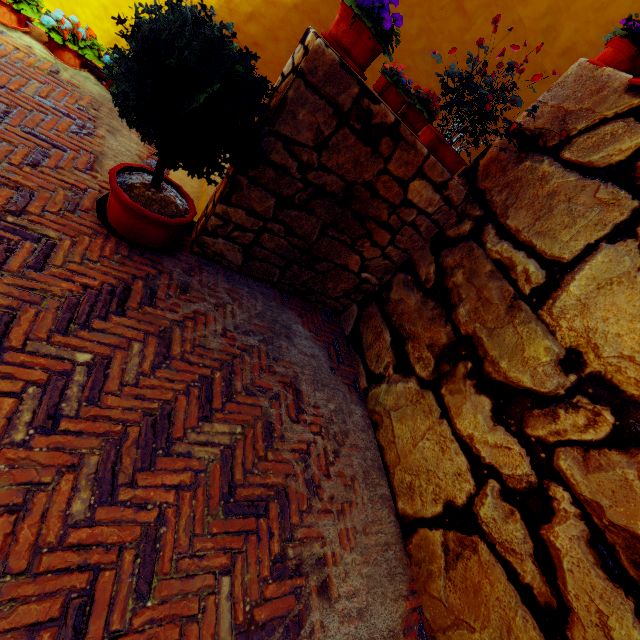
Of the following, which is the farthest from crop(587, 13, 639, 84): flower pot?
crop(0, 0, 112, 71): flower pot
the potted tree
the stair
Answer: crop(0, 0, 112, 71): flower pot

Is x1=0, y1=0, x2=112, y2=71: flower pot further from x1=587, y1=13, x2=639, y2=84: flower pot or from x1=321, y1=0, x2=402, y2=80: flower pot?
x1=587, y1=13, x2=639, y2=84: flower pot

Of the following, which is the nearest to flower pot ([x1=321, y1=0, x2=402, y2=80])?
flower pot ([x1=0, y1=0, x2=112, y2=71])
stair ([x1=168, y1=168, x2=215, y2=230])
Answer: stair ([x1=168, y1=168, x2=215, y2=230])

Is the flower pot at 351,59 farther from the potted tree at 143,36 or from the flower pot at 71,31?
the flower pot at 71,31

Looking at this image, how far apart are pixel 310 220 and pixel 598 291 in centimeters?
227cm

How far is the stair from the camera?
3.3 meters

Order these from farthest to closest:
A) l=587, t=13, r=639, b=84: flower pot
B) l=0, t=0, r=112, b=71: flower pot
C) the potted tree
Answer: l=0, t=0, r=112, b=71: flower pot
l=587, t=13, r=639, b=84: flower pot
the potted tree

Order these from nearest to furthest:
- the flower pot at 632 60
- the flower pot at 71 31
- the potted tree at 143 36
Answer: the potted tree at 143 36 < the flower pot at 632 60 < the flower pot at 71 31
